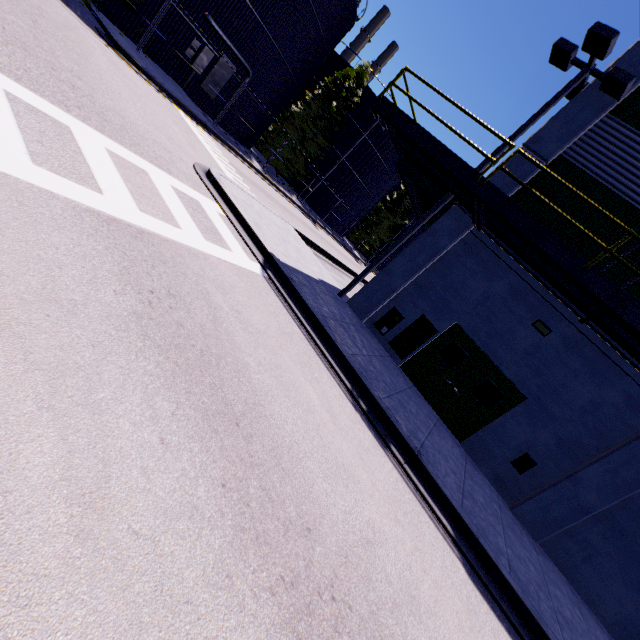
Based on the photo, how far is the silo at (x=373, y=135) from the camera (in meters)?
34.53

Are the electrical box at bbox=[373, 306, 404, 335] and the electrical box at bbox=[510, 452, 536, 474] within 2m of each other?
no

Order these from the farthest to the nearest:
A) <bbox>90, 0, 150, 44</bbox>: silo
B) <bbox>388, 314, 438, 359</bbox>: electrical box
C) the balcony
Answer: <bbox>90, 0, 150, 44</bbox>: silo
<bbox>388, 314, 438, 359</bbox>: electrical box
the balcony

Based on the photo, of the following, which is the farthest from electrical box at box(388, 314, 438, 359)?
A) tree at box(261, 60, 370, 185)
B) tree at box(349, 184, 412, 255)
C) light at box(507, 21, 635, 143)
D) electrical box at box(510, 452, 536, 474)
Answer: tree at box(349, 184, 412, 255)

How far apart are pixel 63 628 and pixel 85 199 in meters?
4.5 m

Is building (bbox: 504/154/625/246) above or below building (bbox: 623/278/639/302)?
above

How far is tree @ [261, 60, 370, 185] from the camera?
26.7 meters

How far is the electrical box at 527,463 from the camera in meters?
8.9
